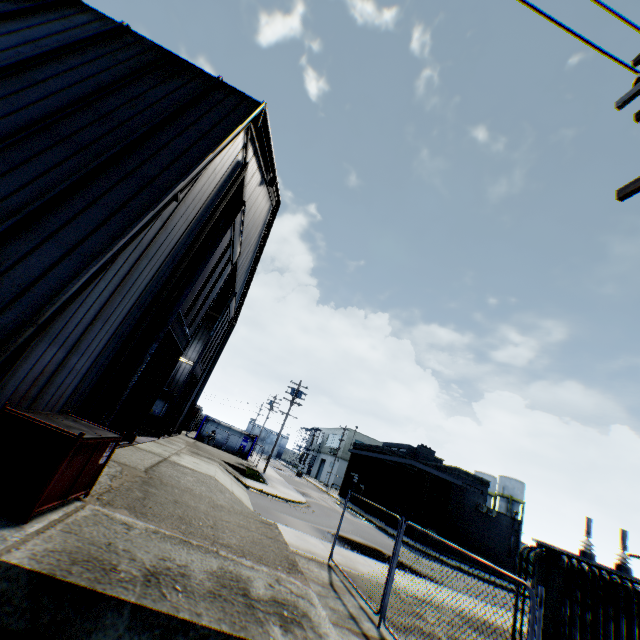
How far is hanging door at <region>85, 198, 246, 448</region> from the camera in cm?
1083

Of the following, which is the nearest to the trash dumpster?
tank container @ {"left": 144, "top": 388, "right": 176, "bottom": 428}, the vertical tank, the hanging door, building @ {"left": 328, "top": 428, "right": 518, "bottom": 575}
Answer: the hanging door

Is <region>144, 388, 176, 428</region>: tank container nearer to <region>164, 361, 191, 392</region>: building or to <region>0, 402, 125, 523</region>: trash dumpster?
<region>164, 361, 191, 392</region>: building

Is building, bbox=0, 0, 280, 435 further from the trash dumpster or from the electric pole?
the electric pole

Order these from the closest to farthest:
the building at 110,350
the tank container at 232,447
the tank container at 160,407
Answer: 1. the building at 110,350
2. the tank container at 160,407
3. the tank container at 232,447

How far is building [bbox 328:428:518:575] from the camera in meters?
29.2 m

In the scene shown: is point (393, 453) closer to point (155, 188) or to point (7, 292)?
point (155, 188)

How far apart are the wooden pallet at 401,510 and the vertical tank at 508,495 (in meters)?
33.58
